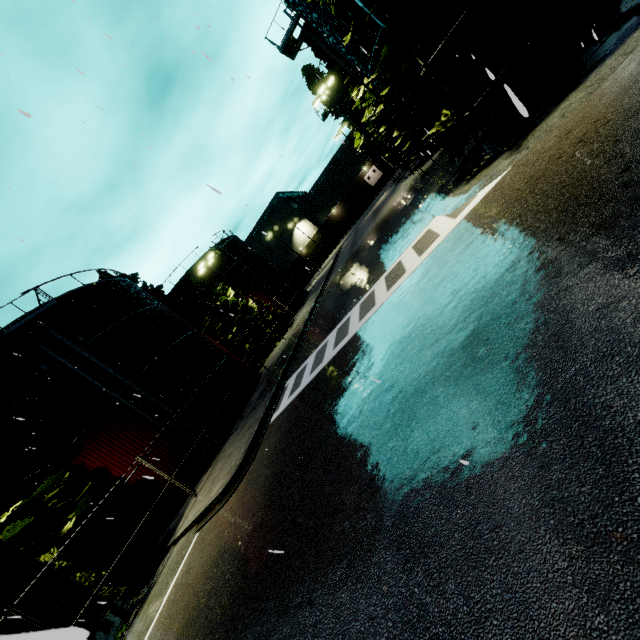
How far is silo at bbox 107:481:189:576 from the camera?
15.21m

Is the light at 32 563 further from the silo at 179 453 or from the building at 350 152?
the building at 350 152

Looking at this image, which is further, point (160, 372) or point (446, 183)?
point (160, 372)

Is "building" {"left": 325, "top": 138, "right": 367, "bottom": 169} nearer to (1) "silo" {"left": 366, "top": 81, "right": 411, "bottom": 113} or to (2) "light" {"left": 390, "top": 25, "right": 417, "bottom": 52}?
(1) "silo" {"left": 366, "top": 81, "right": 411, "bottom": 113}

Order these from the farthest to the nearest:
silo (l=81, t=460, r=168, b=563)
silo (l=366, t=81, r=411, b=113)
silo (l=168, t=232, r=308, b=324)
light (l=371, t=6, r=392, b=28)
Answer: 1. silo (l=168, t=232, r=308, b=324)
2. silo (l=366, t=81, r=411, b=113)
3. silo (l=81, t=460, r=168, b=563)
4. light (l=371, t=6, r=392, b=28)

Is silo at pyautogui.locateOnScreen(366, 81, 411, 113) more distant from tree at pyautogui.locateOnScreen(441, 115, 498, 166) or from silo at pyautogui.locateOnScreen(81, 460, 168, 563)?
silo at pyautogui.locateOnScreen(81, 460, 168, 563)

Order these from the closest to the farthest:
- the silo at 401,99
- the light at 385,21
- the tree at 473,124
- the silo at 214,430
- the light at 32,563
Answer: the light at 385,21 < the light at 32,563 < the tree at 473,124 < the silo at 401,99 < the silo at 214,430
